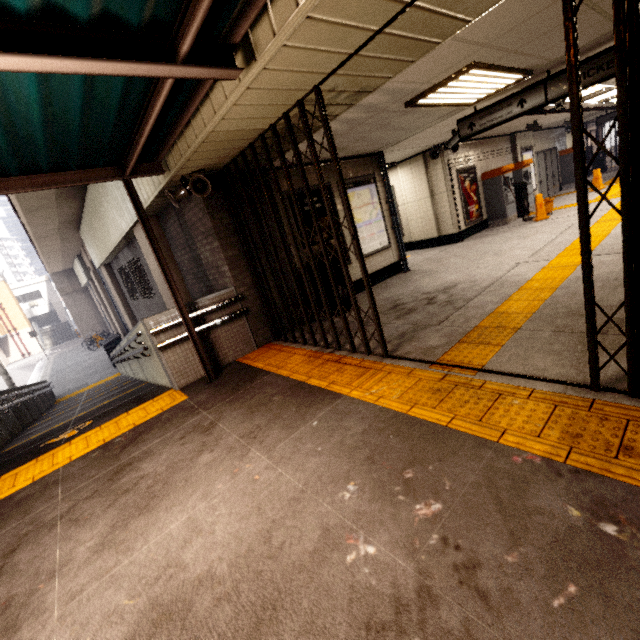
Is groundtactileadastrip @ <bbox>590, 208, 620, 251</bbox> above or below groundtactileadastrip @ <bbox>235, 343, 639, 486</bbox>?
above

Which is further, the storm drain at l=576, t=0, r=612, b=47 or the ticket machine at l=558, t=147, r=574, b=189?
the ticket machine at l=558, t=147, r=574, b=189

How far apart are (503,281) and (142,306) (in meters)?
12.53

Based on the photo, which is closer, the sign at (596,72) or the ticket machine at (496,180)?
the sign at (596,72)

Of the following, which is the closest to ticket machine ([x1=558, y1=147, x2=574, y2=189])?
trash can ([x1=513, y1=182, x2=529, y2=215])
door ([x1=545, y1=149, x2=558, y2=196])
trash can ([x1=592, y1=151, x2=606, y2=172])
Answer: door ([x1=545, y1=149, x2=558, y2=196])

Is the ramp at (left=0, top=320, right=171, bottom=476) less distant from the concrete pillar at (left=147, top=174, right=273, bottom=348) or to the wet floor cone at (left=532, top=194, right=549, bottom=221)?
the concrete pillar at (left=147, top=174, right=273, bottom=348)

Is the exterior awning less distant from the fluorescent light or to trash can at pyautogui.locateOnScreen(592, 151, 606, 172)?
the fluorescent light

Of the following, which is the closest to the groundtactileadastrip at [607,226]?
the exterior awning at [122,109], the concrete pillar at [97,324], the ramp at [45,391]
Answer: the exterior awning at [122,109]
